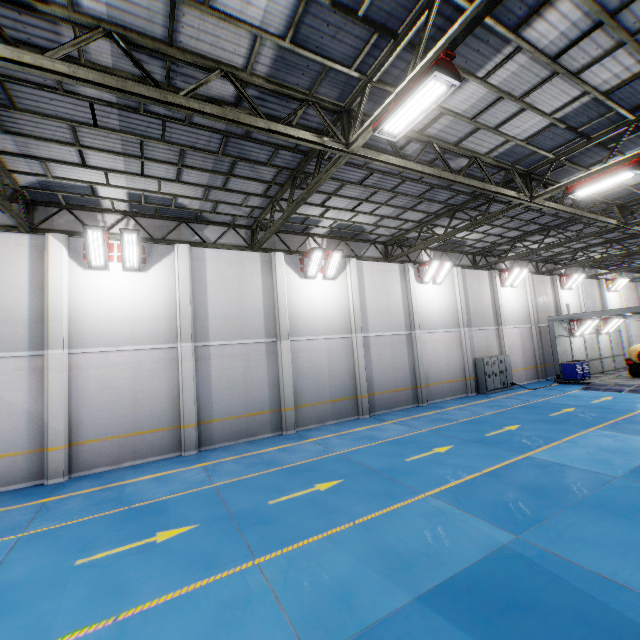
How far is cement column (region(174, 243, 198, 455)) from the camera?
11.9m

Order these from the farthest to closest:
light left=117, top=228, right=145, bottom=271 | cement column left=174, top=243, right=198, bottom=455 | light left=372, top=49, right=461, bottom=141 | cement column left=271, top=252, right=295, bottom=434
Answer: cement column left=271, top=252, right=295, bottom=434 → cement column left=174, top=243, right=198, bottom=455 → light left=117, top=228, right=145, bottom=271 → light left=372, top=49, right=461, bottom=141

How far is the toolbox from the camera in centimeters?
2056cm

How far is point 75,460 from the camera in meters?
10.4

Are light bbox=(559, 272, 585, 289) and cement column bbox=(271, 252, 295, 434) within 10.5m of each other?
no

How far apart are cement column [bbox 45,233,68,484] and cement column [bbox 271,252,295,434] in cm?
722

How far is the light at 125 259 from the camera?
10.9m

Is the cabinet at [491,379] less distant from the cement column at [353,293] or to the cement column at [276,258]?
the cement column at [353,293]
